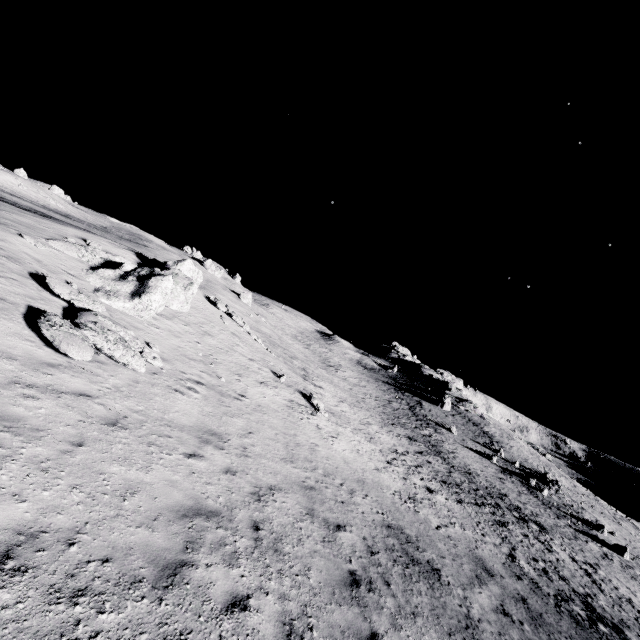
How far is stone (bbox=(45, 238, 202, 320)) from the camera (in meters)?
15.08

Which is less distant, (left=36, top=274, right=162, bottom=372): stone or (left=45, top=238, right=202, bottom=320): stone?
(left=36, top=274, right=162, bottom=372): stone

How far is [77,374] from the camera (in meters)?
8.36

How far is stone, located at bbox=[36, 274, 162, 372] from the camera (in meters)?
8.52

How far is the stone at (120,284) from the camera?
15.08m

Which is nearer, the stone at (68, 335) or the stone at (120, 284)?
the stone at (68, 335)

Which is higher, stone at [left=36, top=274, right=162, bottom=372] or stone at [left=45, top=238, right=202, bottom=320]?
stone at [left=45, top=238, right=202, bottom=320]
